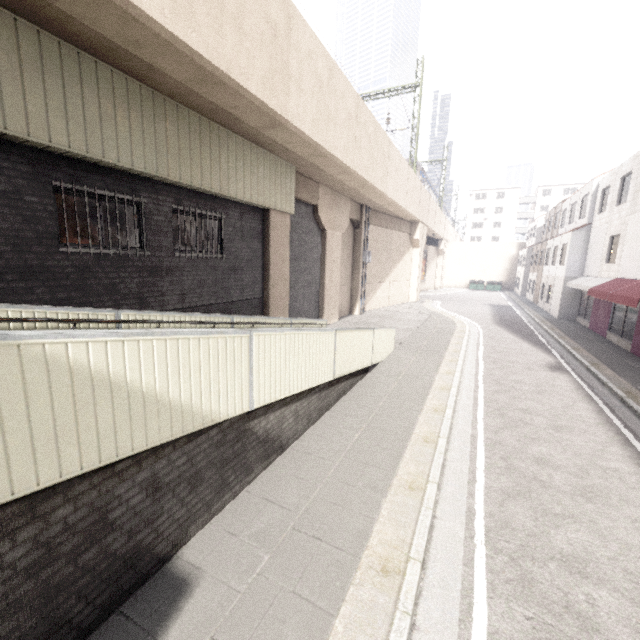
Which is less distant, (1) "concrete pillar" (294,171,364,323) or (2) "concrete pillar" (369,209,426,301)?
(1) "concrete pillar" (294,171,364,323)

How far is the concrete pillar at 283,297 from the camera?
11.7m

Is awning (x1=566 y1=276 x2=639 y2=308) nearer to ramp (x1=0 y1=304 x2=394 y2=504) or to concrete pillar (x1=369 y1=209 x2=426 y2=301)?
ramp (x1=0 y1=304 x2=394 y2=504)

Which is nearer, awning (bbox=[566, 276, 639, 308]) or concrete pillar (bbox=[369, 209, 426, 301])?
awning (bbox=[566, 276, 639, 308])

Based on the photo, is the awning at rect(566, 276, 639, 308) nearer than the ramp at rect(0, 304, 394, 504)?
A: No

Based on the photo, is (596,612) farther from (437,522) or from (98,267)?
(98,267)

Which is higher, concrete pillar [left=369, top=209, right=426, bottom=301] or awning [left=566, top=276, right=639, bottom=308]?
concrete pillar [left=369, top=209, right=426, bottom=301]

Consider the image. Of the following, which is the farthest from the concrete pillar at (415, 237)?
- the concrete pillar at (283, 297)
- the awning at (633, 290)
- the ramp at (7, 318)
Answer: the awning at (633, 290)
